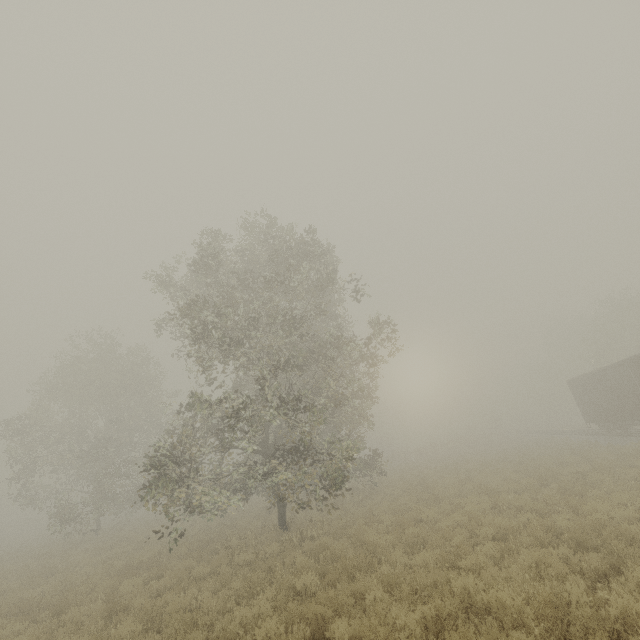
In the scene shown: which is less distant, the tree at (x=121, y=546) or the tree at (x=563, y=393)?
the tree at (x=121, y=546)

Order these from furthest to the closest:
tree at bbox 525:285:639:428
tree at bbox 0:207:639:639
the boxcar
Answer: tree at bbox 525:285:639:428, the boxcar, tree at bbox 0:207:639:639

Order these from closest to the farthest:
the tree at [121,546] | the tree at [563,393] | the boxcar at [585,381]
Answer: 1. the tree at [121,546]
2. the boxcar at [585,381]
3. the tree at [563,393]

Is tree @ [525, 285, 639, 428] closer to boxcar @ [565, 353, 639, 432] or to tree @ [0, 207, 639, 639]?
tree @ [0, 207, 639, 639]

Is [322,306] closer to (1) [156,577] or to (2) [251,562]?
(2) [251,562]

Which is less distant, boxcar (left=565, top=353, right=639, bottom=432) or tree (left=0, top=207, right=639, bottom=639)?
tree (left=0, top=207, right=639, bottom=639)

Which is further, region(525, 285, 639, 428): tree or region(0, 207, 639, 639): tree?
region(525, 285, 639, 428): tree
